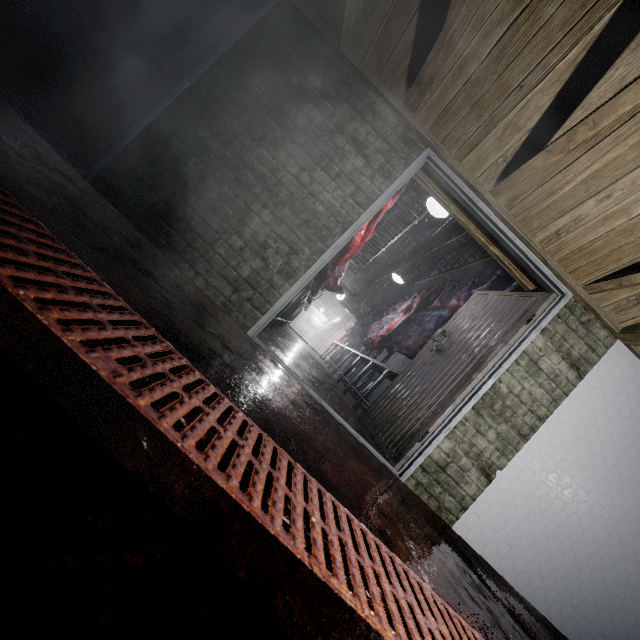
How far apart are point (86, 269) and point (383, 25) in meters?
2.6

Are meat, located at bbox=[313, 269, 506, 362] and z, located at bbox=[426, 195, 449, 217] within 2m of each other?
no

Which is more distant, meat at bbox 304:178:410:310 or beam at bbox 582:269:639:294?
meat at bbox 304:178:410:310

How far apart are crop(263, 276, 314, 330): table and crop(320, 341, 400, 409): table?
1.6m

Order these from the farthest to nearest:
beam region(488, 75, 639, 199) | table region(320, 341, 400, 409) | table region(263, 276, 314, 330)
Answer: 1. table region(320, 341, 400, 409)
2. table region(263, 276, 314, 330)
3. beam region(488, 75, 639, 199)

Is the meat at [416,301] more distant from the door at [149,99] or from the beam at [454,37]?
the door at [149,99]

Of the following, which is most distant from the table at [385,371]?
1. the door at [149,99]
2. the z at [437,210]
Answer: the door at [149,99]

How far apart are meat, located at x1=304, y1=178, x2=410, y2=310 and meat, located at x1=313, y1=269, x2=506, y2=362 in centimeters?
275cm
